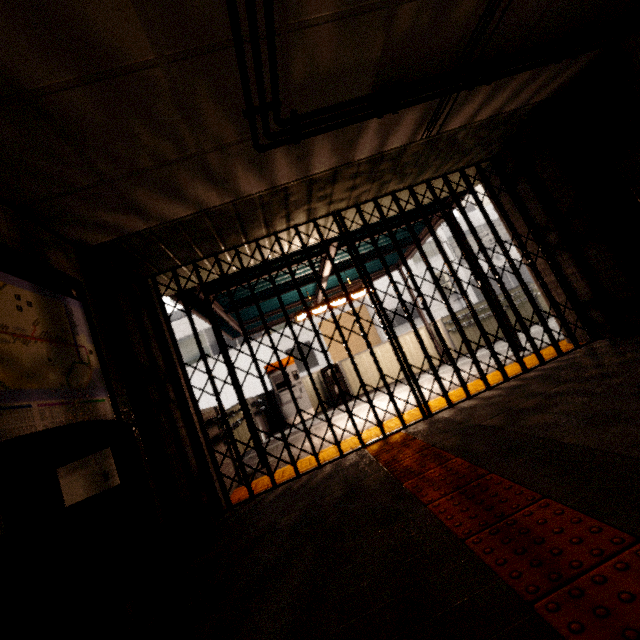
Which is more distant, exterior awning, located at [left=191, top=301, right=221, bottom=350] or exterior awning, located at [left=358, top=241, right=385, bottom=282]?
exterior awning, located at [left=358, top=241, right=385, bottom=282]

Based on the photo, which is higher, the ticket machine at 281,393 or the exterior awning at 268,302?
the exterior awning at 268,302

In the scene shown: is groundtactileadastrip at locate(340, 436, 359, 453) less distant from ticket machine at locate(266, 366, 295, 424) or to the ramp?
the ramp

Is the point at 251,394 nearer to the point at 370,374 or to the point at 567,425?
the point at 370,374

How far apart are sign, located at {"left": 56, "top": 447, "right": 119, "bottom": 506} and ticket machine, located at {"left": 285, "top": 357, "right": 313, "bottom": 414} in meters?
6.8 m

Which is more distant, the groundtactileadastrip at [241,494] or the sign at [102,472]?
the groundtactileadastrip at [241,494]

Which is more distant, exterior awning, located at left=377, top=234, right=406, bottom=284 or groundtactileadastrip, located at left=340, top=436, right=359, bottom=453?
exterior awning, located at left=377, top=234, right=406, bottom=284
